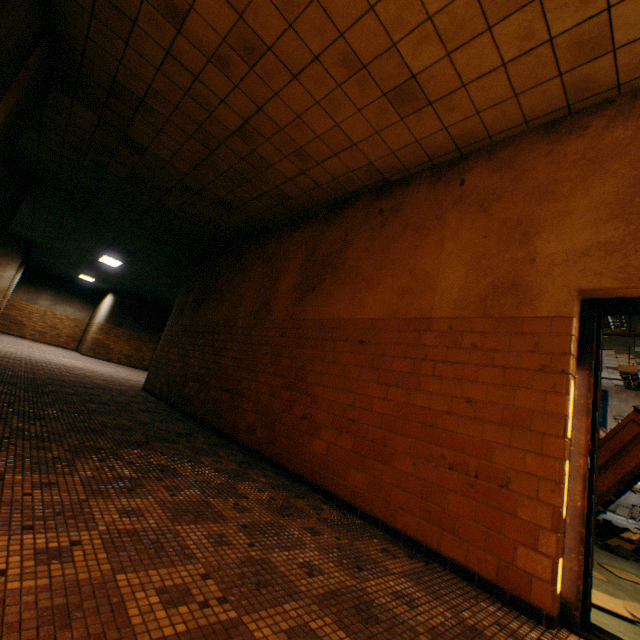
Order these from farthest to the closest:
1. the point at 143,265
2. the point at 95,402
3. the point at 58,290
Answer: the point at 58,290, the point at 143,265, the point at 95,402

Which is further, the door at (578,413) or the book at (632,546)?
the book at (632,546)

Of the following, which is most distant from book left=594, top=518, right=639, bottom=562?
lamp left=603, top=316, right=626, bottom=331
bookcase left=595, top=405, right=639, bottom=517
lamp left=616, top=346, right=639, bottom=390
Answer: lamp left=603, top=316, right=626, bottom=331

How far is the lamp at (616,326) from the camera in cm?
399

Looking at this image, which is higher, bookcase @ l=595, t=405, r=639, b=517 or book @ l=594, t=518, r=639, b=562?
bookcase @ l=595, t=405, r=639, b=517

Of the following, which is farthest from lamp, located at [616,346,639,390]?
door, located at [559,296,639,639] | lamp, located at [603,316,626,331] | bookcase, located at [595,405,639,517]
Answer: door, located at [559,296,639,639]

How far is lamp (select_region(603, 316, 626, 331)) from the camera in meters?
4.0

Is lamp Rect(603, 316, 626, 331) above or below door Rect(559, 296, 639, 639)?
above
